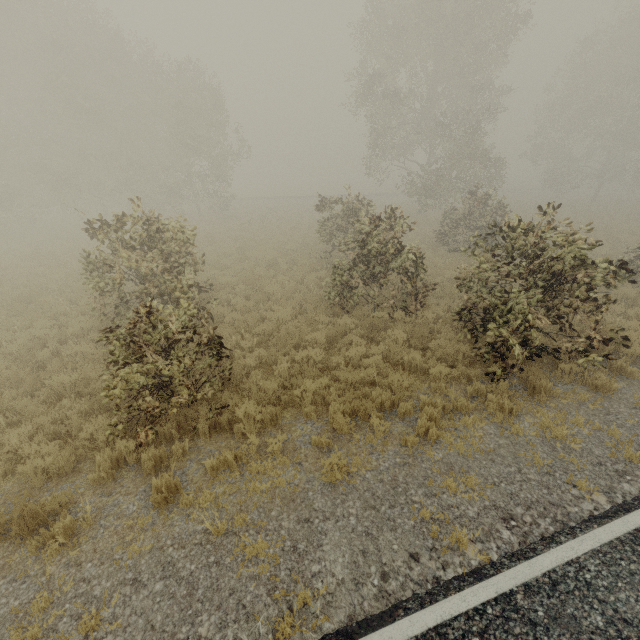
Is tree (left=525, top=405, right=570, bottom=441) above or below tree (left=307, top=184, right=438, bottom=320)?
below

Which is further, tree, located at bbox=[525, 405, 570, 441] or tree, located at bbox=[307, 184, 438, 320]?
tree, located at bbox=[307, 184, 438, 320]

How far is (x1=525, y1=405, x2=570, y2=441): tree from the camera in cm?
586

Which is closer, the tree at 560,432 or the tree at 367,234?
the tree at 560,432

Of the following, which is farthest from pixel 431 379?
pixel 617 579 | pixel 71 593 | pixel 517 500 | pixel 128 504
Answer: pixel 71 593

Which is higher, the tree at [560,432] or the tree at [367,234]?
the tree at [367,234]
